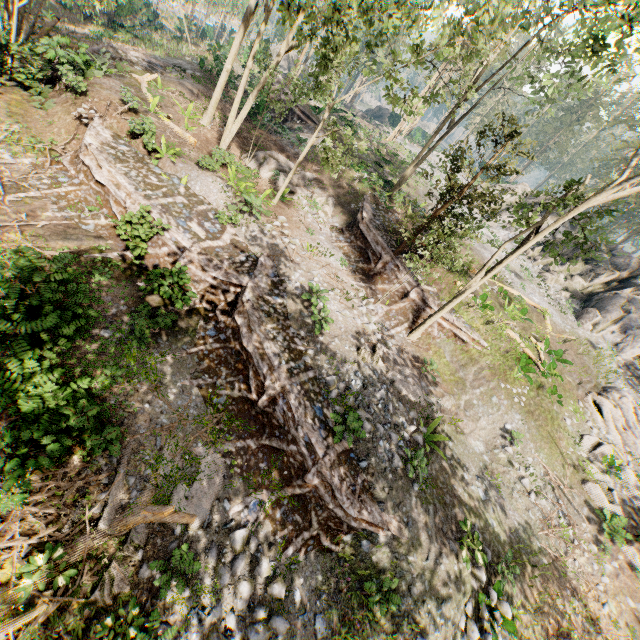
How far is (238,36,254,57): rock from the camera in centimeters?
3711cm

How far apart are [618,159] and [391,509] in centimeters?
6751cm

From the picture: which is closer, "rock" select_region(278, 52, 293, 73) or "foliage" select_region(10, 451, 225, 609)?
"foliage" select_region(10, 451, 225, 609)

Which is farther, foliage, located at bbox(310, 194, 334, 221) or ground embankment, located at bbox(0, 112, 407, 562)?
foliage, located at bbox(310, 194, 334, 221)

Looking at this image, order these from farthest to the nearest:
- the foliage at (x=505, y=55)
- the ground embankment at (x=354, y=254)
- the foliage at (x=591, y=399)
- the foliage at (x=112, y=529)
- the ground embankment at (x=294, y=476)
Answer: the ground embankment at (x=354, y=254)
the foliage at (x=591, y=399)
the foliage at (x=505, y=55)
the ground embankment at (x=294, y=476)
the foliage at (x=112, y=529)

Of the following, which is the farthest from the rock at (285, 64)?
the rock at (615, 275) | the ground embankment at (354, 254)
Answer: the ground embankment at (354, 254)

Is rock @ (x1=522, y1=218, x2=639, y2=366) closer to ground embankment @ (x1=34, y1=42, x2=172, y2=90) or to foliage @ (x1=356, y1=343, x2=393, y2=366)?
foliage @ (x1=356, y1=343, x2=393, y2=366)

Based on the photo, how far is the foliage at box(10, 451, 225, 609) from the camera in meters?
6.1
